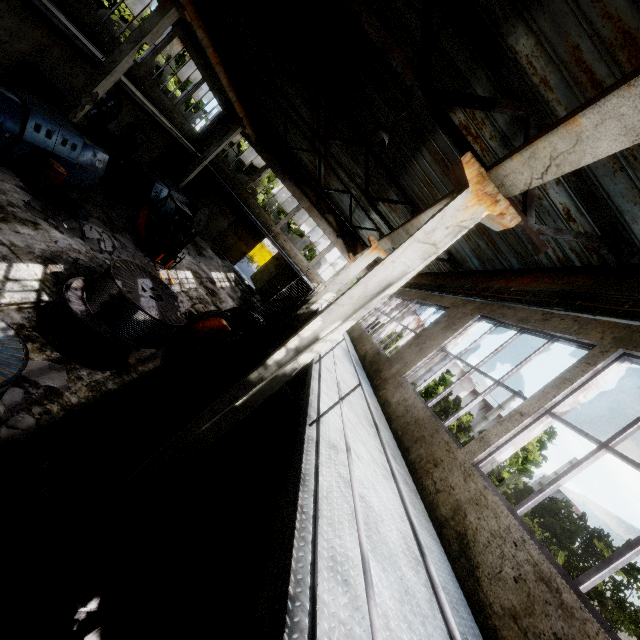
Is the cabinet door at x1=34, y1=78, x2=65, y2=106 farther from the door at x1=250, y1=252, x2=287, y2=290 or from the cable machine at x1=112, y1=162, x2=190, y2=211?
the door at x1=250, y1=252, x2=287, y2=290

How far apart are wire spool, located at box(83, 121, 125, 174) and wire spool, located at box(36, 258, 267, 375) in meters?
10.2

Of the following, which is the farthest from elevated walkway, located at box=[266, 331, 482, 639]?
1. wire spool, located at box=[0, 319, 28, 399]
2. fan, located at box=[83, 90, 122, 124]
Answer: wire spool, located at box=[0, 319, 28, 399]

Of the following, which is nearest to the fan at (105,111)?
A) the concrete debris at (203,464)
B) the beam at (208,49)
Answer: the beam at (208,49)

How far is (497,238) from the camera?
9.0 meters

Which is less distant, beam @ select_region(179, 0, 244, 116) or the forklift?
beam @ select_region(179, 0, 244, 116)

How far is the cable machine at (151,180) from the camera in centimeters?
1641cm

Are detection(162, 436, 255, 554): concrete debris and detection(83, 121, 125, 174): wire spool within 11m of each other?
no
